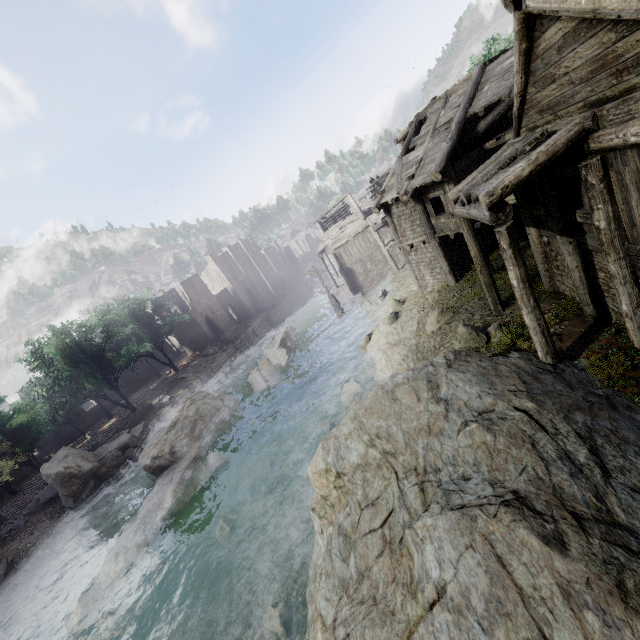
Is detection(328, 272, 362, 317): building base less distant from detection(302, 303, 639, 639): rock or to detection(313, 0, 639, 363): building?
detection(313, 0, 639, 363): building

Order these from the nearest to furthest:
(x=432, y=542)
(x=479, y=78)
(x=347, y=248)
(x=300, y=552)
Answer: (x=432, y=542) → (x=300, y=552) → (x=479, y=78) → (x=347, y=248)

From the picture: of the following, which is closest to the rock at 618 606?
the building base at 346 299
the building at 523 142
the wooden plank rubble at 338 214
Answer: the building at 523 142

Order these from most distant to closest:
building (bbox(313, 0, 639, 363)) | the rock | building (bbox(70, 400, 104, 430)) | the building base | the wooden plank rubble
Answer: building (bbox(70, 400, 104, 430)) < the wooden plank rubble < the building base < building (bbox(313, 0, 639, 363)) < the rock

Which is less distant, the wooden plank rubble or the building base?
the building base

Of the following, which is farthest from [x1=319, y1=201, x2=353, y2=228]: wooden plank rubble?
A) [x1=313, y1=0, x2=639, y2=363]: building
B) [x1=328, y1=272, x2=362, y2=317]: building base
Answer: [x1=328, y1=272, x2=362, y2=317]: building base

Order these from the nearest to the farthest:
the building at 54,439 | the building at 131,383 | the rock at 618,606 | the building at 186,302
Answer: the rock at 618,606, the building at 54,439, the building at 186,302, the building at 131,383
